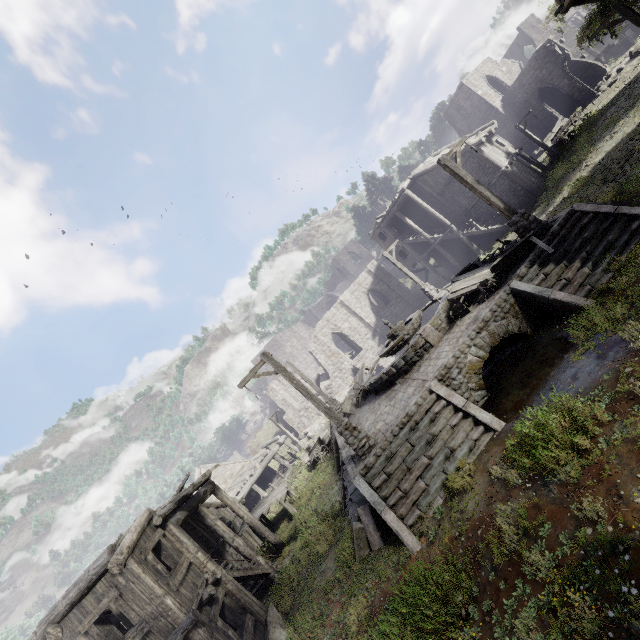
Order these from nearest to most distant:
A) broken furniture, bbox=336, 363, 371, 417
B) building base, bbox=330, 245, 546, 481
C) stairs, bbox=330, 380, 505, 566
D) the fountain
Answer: stairs, bbox=330, 380, 505, 566, building base, bbox=330, 245, 546, 481, the fountain, broken furniture, bbox=336, 363, 371, 417

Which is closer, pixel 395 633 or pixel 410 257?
pixel 395 633

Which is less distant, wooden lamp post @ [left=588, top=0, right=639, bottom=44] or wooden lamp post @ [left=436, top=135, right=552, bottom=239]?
wooden lamp post @ [left=436, top=135, right=552, bottom=239]

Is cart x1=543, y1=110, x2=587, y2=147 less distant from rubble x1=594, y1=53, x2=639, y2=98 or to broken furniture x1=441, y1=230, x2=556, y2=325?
rubble x1=594, y1=53, x2=639, y2=98

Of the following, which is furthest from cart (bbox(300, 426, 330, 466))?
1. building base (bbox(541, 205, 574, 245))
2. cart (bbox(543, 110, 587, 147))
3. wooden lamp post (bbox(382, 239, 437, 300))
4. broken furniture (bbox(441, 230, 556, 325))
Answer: cart (bbox(543, 110, 587, 147))

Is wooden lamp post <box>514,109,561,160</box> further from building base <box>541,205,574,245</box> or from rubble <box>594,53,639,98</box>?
building base <box>541,205,574,245</box>

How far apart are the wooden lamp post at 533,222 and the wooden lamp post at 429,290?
9.1m

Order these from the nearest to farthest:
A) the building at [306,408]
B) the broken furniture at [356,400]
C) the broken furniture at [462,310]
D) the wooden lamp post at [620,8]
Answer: the broken furniture at [462,310] → the wooden lamp post at [620,8] → the broken furniture at [356,400] → the building at [306,408]
